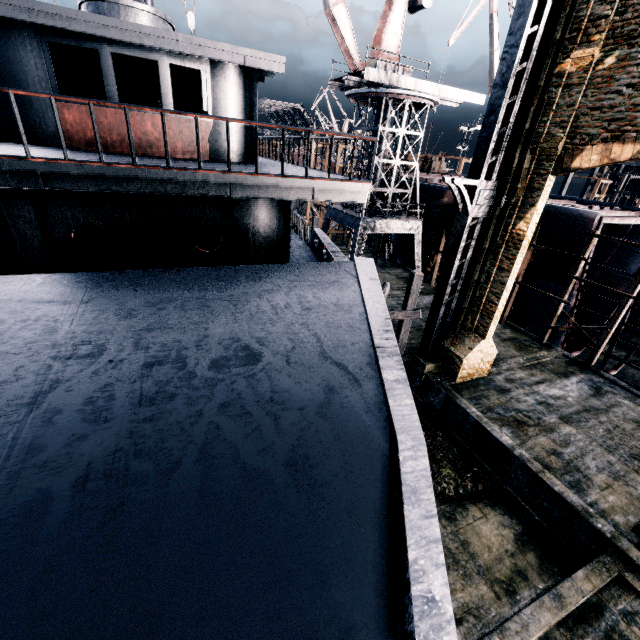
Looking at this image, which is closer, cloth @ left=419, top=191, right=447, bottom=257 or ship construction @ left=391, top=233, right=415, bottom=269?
cloth @ left=419, top=191, right=447, bottom=257

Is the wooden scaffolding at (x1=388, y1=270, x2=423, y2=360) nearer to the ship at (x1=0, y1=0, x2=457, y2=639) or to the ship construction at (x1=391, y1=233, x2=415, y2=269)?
the ship at (x1=0, y1=0, x2=457, y2=639)

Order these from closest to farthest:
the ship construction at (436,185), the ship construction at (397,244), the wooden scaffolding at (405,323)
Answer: the wooden scaffolding at (405,323) → the ship construction at (436,185) → the ship construction at (397,244)

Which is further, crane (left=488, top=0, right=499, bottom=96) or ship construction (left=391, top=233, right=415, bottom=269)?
crane (left=488, top=0, right=499, bottom=96)

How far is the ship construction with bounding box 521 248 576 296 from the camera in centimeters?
2033cm

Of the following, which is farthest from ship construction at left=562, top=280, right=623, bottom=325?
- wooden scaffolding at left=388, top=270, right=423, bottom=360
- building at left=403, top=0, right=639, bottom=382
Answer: building at left=403, top=0, right=639, bottom=382

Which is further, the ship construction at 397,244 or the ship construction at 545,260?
the ship construction at 397,244

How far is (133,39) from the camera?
8.27m
